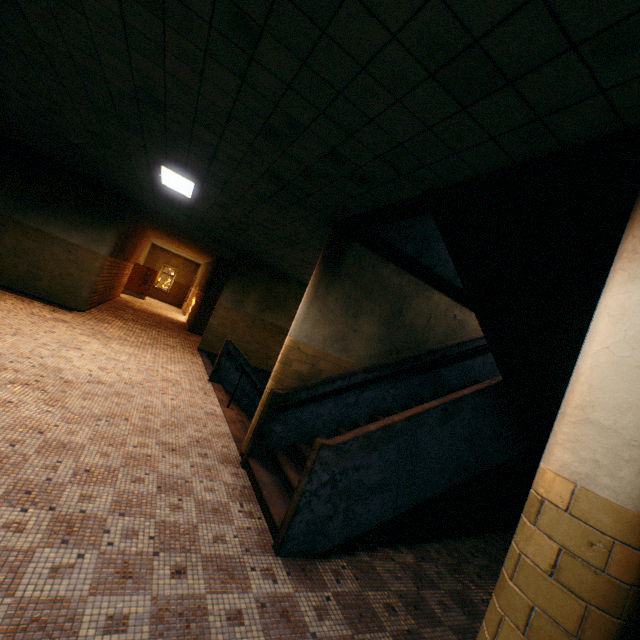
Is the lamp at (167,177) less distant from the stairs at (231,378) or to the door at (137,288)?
the stairs at (231,378)

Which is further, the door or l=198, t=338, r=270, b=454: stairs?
the door

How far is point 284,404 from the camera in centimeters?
467cm

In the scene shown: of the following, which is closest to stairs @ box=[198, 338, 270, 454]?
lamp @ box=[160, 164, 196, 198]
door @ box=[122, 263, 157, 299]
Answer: lamp @ box=[160, 164, 196, 198]

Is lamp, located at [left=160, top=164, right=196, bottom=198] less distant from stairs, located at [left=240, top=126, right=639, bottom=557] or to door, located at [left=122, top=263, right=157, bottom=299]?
stairs, located at [left=240, top=126, right=639, bottom=557]

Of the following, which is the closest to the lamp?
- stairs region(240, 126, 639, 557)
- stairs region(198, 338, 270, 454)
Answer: stairs region(240, 126, 639, 557)

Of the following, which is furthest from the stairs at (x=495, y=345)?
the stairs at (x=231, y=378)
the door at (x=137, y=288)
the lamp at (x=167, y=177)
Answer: the door at (x=137, y=288)
